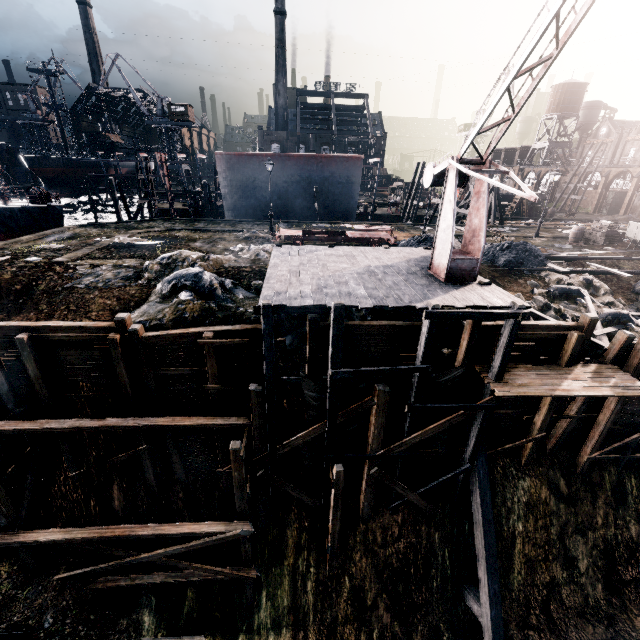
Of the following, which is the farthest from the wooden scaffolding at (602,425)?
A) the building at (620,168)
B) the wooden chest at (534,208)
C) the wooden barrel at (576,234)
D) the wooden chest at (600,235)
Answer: the building at (620,168)

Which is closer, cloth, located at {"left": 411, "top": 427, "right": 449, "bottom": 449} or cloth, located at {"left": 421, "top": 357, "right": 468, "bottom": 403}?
cloth, located at {"left": 421, "top": 357, "right": 468, "bottom": 403}

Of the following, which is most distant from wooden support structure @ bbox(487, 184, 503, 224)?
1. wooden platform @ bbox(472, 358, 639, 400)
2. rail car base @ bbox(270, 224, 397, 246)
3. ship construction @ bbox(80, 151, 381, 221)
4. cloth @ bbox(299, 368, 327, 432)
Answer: cloth @ bbox(299, 368, 327, 432)

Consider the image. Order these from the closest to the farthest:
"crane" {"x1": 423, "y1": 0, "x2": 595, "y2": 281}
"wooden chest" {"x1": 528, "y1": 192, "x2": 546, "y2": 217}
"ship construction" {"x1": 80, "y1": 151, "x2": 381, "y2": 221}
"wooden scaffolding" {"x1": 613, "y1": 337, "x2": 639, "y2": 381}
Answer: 1. "crane" {"x1": 423, "y1": 0, "x2": 595, "y2": 281}
2. "wooden scaffolding" {"x1": 613, "y1": 337, "x2": 639, "y2": 381}
3. "ship construction" {"x1": 80, "y1": 151, "x2": 381, "y2": 221}
4. "wooden chest" {"x1": 528, "y1": 192, "x2": 546, "y2": 217}

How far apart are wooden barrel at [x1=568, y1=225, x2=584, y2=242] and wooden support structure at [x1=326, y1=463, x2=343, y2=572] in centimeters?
2990cm

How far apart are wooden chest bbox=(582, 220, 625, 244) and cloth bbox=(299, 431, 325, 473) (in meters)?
29.30

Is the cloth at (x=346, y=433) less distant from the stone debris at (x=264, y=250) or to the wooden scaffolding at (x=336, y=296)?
the wooden scaffolding at (x=336, y=296)

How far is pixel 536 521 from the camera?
14.73m
